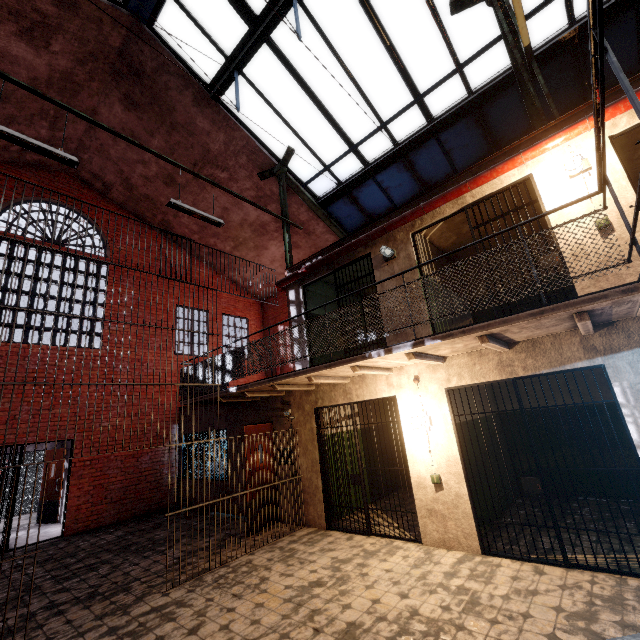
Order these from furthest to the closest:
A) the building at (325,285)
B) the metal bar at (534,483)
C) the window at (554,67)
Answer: the building at (325,285) → the window at (554,67) → the metal bar at (534,483)

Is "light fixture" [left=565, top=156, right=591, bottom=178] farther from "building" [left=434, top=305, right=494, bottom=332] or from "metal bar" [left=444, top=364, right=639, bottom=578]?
"metal bar" [left=444, top=364, right=639, bottom=578]

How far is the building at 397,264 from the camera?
4.57m

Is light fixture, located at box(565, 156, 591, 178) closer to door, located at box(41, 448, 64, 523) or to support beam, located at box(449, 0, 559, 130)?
support beam, located at box(449, 0, 559, 130)

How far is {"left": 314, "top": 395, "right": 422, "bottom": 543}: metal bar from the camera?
5.64m

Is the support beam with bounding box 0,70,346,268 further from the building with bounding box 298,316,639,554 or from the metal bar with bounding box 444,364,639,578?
the metal bar with bounding box 444,364,639,578

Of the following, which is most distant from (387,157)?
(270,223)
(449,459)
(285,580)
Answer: (285,580)

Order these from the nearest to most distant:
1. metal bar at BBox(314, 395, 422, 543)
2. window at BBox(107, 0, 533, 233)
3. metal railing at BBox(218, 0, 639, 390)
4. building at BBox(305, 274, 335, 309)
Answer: metal railing at BBox(218, 0, 639, 390) < metal bar at BBox(314, 395, 422, 543) < window at BBox(107, 0, 533, 233) < building at BBox(305, 274, 335, 309)
